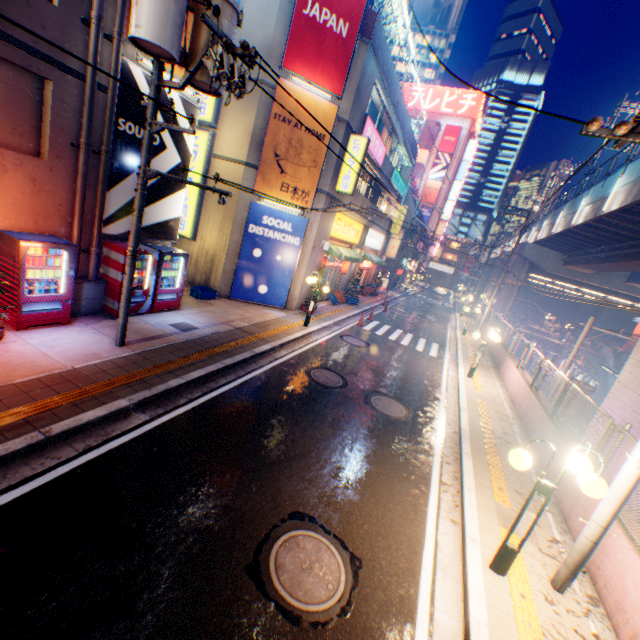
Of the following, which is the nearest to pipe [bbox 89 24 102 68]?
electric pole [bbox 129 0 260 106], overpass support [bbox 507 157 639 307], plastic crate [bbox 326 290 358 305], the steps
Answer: electric pole [bbox 129 0 260 106]

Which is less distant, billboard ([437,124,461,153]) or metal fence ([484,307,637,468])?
metal fence ([484,307,637,468])

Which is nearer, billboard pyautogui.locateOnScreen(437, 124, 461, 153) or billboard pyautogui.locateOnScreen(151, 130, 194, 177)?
billboard pyautogui.locateOnScreen(151, 130, 194, 177)

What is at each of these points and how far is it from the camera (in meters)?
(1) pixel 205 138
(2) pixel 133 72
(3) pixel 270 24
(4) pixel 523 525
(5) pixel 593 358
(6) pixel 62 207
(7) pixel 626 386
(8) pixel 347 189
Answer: (1) sign, 13.26
(2) billboard, 8.04
(3) building, 11.89
(4) street lamp, 4.59
(5) steps, 35.75
(6) building, 7.89
(7) overpass support, 8.89
(8) sign, 14.98

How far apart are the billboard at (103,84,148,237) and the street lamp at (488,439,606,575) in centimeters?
1048cm

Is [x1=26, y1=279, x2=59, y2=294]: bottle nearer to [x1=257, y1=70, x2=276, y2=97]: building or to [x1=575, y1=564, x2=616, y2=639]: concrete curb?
[x1=257, y1=70, x2=276, y2=97]: building

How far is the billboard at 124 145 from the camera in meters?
8.2 m
